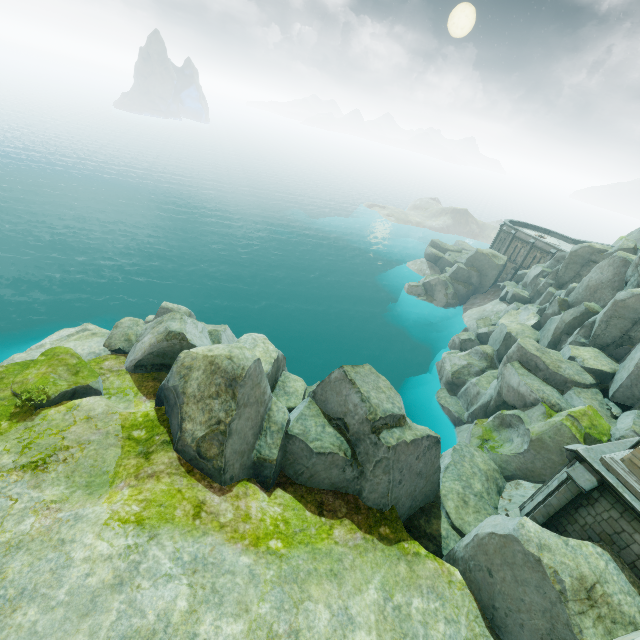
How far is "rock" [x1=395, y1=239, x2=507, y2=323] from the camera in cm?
4677

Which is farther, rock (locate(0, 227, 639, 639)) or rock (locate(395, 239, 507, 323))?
rock (locate(395, 239, 507, 323))

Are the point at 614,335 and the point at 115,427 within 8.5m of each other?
no

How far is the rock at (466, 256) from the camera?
46.8 meters

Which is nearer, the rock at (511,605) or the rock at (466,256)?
the rock at (511,605)
